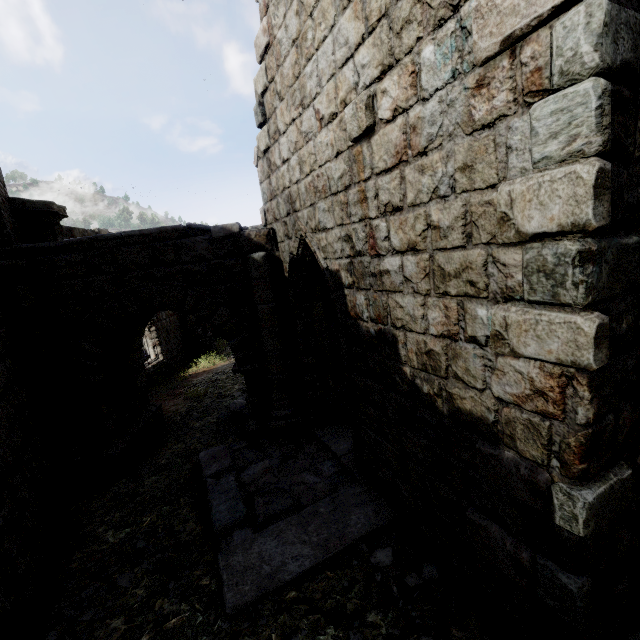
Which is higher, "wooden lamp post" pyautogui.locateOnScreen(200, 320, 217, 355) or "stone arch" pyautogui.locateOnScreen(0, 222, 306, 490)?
"stone arch" pyautogui.locateOnScreen(0, 222, 306, 490)

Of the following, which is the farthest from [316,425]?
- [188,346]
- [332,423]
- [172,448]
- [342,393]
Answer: [188,346]

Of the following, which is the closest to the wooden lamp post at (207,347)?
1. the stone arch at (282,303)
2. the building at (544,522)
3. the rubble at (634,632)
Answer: the building at (544,522)

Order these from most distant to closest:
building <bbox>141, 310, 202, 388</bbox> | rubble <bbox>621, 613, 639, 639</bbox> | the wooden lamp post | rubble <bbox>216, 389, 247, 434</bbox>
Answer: the wooden lamp post → building <bbox>141, 310, 202, 388</bbox> → rubble <bbox>216, 389, 247, 434</bbox> → rubble <bbox>621, 613, 639, 639</bbox>

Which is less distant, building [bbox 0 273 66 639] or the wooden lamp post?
building [bbox 0 273 66 639]

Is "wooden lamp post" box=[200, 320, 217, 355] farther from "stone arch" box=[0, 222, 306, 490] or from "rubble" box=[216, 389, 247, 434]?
"stone arch" box=[0, 222, 306, 490]

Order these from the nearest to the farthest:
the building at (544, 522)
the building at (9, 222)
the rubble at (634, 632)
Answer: the building at (544, 522)
the rubble at (634, 632)
the building at (9, 222)

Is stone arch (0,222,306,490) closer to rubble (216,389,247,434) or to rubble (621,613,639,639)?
rubble (216,389,247,434)
